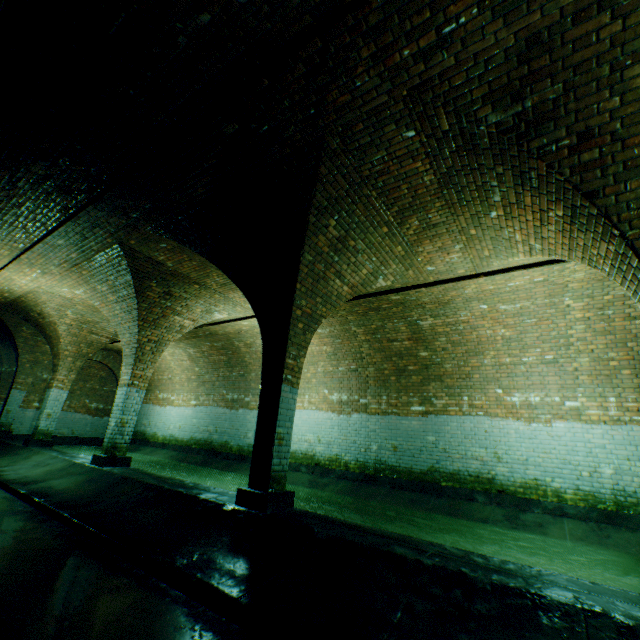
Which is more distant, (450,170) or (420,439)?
(420,439)
